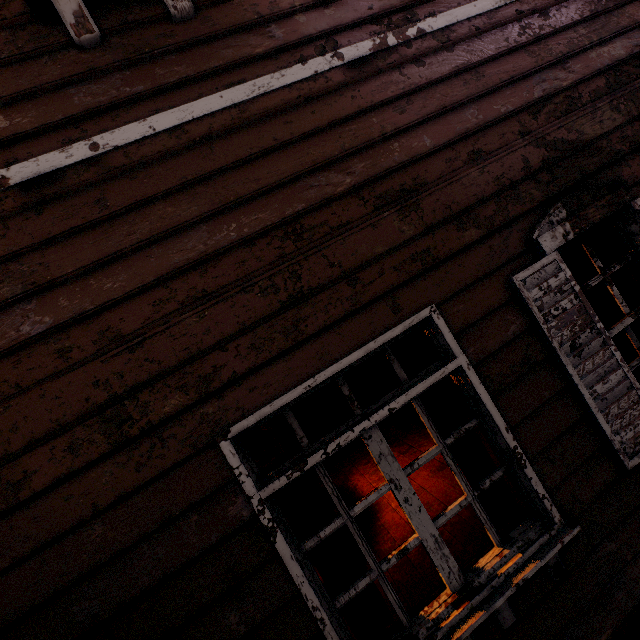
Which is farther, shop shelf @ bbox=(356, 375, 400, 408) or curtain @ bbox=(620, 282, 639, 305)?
shop shelf @ bbox=(356, 375, 400, 408)

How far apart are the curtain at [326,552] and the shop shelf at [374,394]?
7.4m

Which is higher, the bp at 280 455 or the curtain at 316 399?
the curtain at 316 399

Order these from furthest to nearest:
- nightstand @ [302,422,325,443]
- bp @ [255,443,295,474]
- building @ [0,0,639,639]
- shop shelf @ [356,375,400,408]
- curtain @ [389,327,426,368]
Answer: shop shelf @ [356,375,400,408] → nightstand @ [302,422,325,443] → bp @ [255,443,295,474] → curtain @ [389,327,426,368] → building @ [0,0,639,639]

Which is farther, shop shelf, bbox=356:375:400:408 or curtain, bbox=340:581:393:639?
shop shelf, bbox=356:375:400:408

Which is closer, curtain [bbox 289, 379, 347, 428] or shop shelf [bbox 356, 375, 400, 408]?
curtain [bbox 289, 379, 347, 428]

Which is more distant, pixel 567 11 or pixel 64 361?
pixel 567 11

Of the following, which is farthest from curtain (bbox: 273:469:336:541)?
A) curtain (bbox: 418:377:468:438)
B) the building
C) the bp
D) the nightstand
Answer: the nightstand
